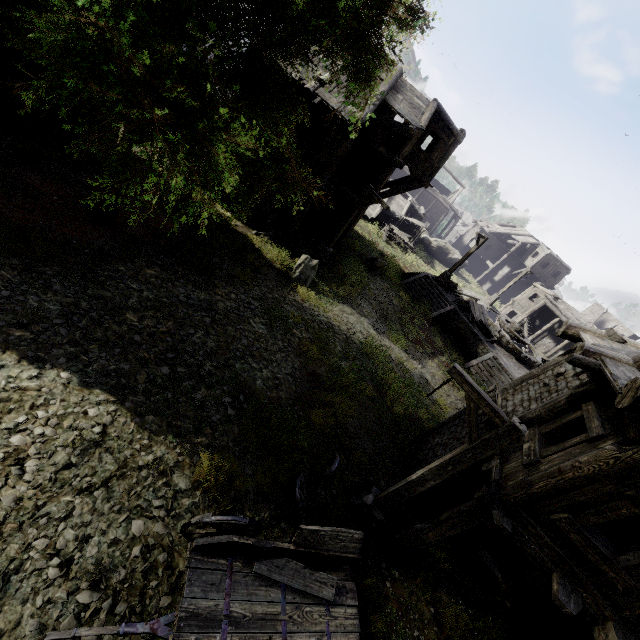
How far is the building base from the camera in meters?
21.3

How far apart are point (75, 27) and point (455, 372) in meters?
6.6

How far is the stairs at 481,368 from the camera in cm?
2008

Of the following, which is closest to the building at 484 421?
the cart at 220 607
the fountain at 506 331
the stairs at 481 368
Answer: the cart at 220 607

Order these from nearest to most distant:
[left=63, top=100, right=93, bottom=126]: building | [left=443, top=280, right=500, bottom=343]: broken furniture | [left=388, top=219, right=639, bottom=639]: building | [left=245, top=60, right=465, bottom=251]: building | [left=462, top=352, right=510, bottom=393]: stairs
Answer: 1. [left=388, top=219, right=639, bottom=639]: building
2. [left=63, top=100, right=93, bottom=126]: building
3. [left=245, top=60, right=465, bottom=251]: building
4. [left=462, top=352, right=510, bottom=393]: stairs
5. [left=443, top=280, right=500, bottom=343]: broken furniture

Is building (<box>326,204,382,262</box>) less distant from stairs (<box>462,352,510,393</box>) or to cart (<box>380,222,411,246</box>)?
cart (<box>380,222,411,246</box>)

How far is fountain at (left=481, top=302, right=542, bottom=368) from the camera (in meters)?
23.50

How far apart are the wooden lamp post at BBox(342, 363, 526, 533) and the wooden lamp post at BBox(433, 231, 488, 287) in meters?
19.9 m
